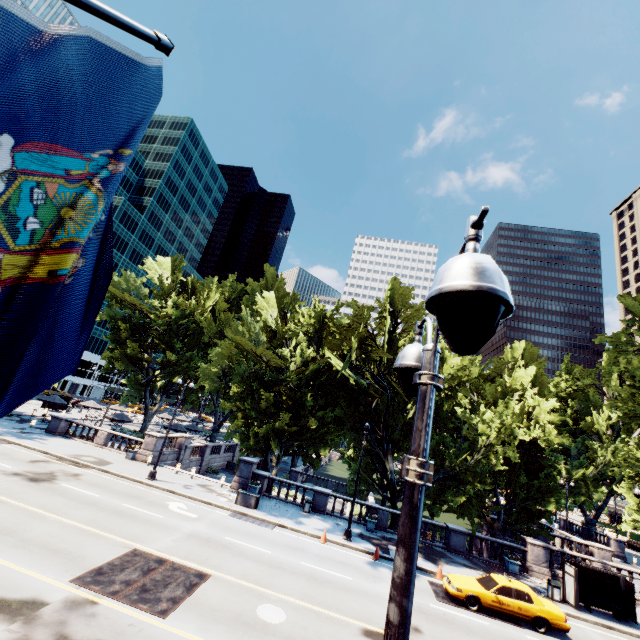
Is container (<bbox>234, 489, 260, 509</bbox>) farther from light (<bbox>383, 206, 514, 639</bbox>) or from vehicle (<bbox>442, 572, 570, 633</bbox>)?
light (<bbox>383, 206, 514, 639</bbox>)

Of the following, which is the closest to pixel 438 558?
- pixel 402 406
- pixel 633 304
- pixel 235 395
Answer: pixel 402 406

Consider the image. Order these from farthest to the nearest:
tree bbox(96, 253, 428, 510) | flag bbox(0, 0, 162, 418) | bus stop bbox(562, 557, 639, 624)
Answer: tree bbox(96, 253, 428, 510), bus stop bbox(562, 557, 639, 624), flag bbox(0, 0, 162, 418)

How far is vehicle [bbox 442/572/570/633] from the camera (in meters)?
14.70

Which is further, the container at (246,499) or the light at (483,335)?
the container at (246,499)

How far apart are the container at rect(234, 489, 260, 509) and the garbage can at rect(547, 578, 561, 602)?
18.5 meters

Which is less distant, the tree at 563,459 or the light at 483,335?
the light at 483,335

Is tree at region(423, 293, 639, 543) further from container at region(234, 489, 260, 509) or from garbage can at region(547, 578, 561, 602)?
garbage can at region(547, 578, 561, 602)
